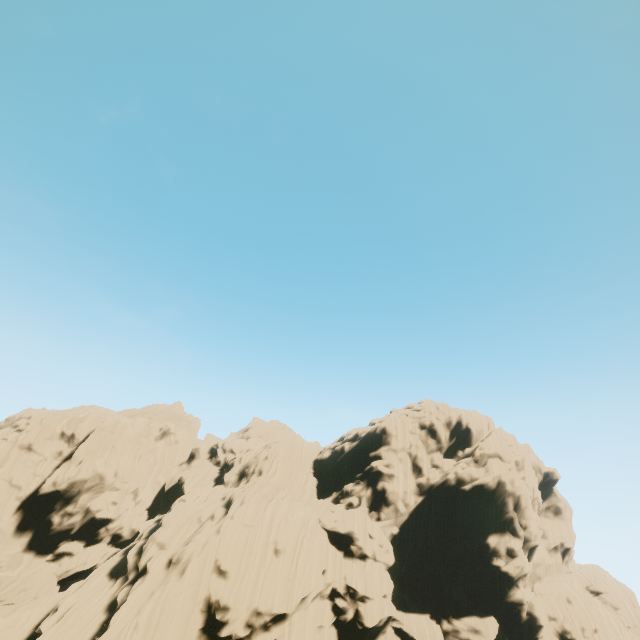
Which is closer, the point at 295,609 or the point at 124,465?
the point at 295,609
